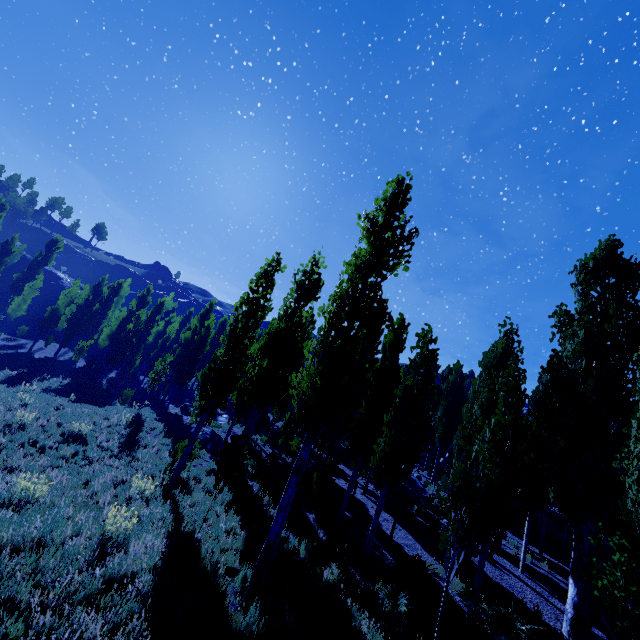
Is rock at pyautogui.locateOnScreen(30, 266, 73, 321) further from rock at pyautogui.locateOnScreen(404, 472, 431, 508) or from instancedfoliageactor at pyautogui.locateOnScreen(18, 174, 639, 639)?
rock at pyautogui.locateOnScreen(404, 472, 431, 508)

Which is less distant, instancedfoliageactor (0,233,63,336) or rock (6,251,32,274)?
instancedfoliageactor (0,233,63,336)

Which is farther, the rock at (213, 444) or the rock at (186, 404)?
the rock at (186, 404)

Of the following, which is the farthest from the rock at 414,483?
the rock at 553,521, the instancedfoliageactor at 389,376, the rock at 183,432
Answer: the rock at 183,432

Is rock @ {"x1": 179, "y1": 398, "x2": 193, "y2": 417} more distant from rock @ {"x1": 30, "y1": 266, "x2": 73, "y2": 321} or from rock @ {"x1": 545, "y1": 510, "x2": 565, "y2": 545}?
rock @ {"x1": 30, "y1": 266, "x2": 73, "y2": 321}

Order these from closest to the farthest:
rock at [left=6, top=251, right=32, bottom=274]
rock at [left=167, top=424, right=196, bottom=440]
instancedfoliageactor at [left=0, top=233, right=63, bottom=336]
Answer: rock at [left=167, top=424, right=196, bottom=440], instancedfoliageactor at [left=0, top=233, right=63, bottom=336], rock at [left=6, top=251, right=32, bottom=274]

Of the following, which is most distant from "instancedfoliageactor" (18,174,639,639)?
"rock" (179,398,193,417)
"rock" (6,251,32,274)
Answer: "rock" (6,251,32,274)

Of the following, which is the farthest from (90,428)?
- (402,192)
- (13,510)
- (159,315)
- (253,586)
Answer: (159,315)
